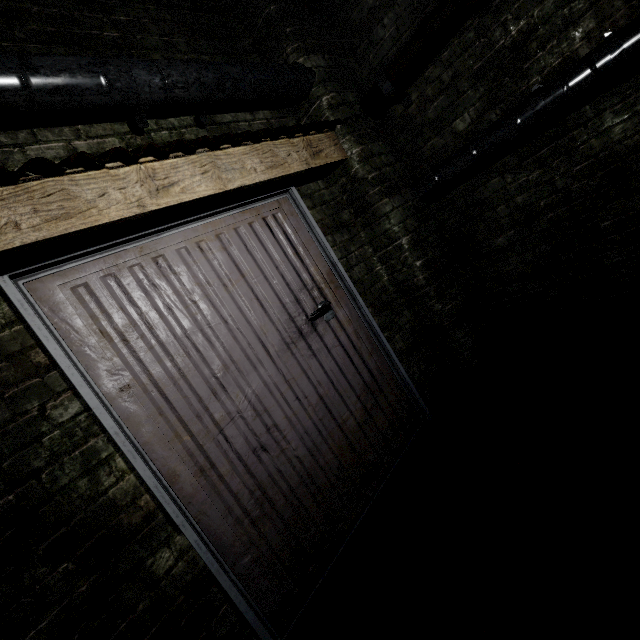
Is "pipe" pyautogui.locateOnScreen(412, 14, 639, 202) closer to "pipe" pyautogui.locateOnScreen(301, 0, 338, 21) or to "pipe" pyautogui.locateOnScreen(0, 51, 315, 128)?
"pipe" pyautogui.locateOnScreen(0, 51, 315, 128)

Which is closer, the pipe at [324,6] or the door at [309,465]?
the door at [309,465]

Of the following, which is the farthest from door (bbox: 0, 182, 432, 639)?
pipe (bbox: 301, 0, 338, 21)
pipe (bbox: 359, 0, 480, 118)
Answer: pipe (bbox: 301, 0, 338, 21)

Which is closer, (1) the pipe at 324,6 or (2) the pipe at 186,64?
(2) the pipe at 186,64

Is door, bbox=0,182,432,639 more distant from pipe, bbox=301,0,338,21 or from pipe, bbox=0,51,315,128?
pipe, bbox=301,0,338,21

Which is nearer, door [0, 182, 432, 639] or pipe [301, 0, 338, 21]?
door [0, 182, 432, 639]

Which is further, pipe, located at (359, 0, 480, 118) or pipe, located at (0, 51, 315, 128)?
pipe, located at (359, 0, 480, 118)

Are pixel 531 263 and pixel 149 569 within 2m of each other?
no
